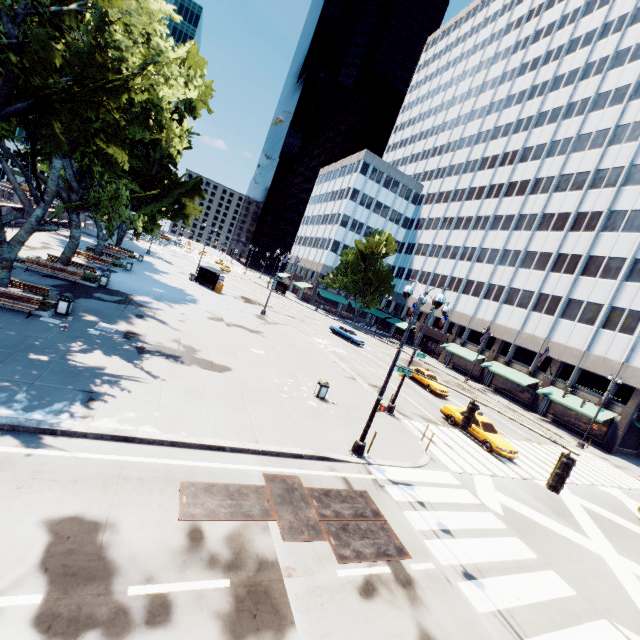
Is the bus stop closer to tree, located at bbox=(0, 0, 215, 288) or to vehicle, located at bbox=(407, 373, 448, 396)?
Answer: tree, located at bbox=(0, 0, 215, 288)

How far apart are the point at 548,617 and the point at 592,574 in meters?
4.5 m

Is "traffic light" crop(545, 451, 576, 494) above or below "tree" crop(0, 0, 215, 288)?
below

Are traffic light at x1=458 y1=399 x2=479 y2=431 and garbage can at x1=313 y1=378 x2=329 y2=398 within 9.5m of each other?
yes

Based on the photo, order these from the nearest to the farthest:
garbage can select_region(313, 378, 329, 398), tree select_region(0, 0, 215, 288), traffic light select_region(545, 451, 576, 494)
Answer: traffic light select_region(545, 451, 576, 494), tree select_region(0, 0, 215, 288), garbage can select_region(313, 378, 329, 398)

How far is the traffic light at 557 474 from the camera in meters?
6.9 m

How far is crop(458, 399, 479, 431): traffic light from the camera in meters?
9.2

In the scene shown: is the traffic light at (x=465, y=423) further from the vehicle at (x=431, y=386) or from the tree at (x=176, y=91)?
the vehicle at (x=431, y=386)
